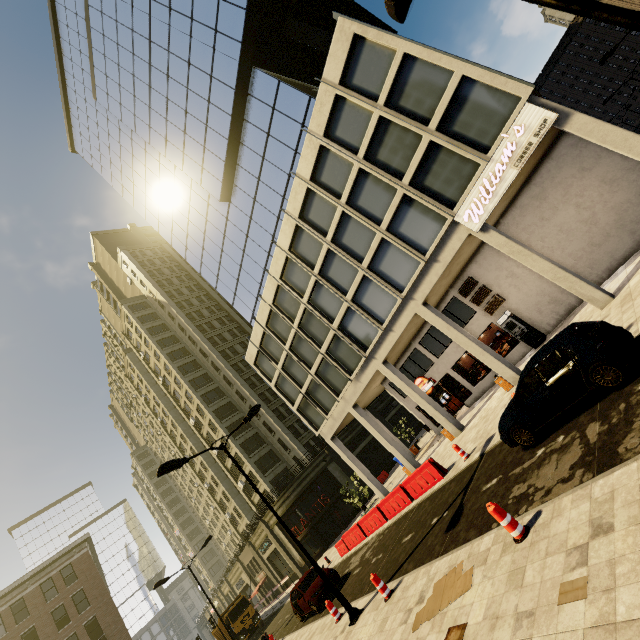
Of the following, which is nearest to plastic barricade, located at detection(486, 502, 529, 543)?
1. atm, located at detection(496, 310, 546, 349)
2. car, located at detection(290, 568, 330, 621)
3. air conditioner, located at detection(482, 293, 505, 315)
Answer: car, located at detection(290, 568, 330, 621)

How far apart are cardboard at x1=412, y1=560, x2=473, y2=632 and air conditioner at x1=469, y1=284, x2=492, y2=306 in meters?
15.5

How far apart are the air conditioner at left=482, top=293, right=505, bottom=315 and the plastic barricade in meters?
15.2 m

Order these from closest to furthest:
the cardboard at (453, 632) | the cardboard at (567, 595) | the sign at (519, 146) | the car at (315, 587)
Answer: the cardboard at (567, 595) → the cardboard at (453, 632) → the sign at (519, 146) → the car at (315, 587)

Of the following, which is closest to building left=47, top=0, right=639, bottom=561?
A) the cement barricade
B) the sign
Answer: the sign

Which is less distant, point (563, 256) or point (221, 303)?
point (563, 256)

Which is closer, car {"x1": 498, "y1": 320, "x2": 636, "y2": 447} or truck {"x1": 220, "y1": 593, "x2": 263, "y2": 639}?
car {"x1": 498, "y1": 320, "x2": 636, "y2": 447}

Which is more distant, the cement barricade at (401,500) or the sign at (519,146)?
the cement barricade at (401,500)
